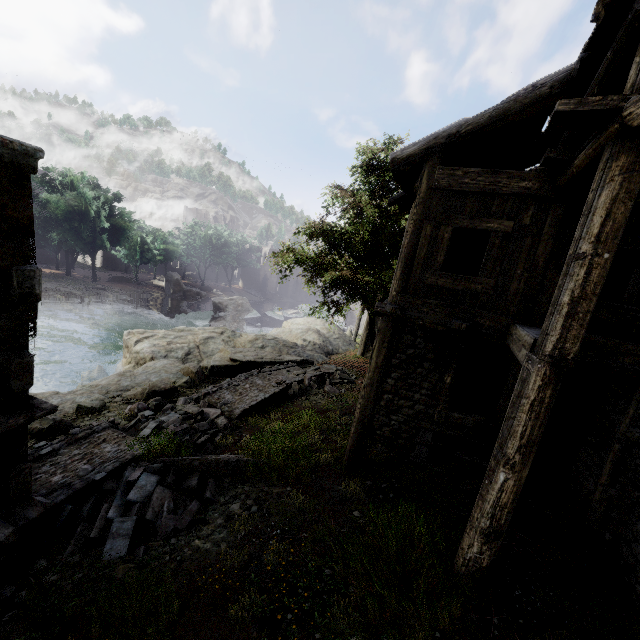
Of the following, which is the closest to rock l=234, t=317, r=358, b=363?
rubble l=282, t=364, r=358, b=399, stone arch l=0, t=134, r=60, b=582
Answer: rubble l=282, t=364, r=358, b=399

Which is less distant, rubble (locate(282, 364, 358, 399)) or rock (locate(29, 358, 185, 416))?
rock (locate(29, 358, 185, 416))

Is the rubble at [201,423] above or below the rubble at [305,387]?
above

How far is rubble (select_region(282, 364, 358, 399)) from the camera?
14.1m

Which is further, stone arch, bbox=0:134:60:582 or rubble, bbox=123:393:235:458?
rubble, bbox=123:393:235:458

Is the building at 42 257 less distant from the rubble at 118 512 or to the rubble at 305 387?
the rubble at 305 387

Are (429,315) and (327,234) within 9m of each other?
no

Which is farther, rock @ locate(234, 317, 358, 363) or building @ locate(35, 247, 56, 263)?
building @ locate(35, 247, 56, 263)
